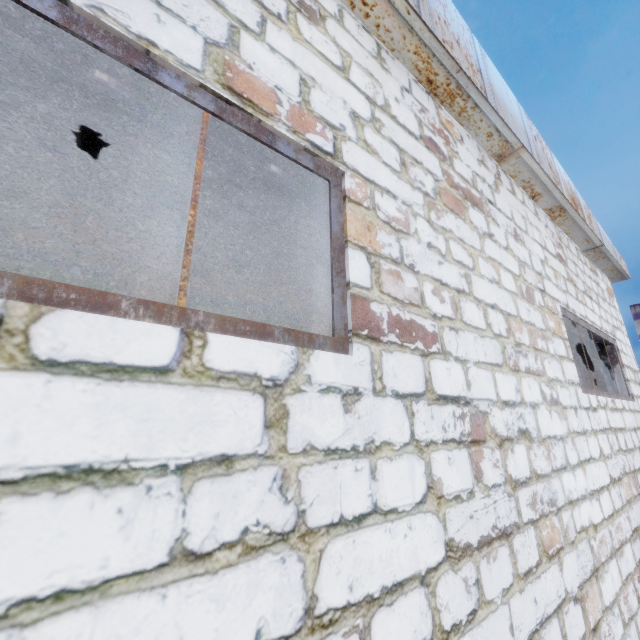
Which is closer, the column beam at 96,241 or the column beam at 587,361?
the column beam at 96,241

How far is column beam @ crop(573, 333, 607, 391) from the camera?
6.11m

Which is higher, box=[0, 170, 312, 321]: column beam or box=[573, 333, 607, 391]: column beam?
box=[0, 170, 312, 321]: column beam

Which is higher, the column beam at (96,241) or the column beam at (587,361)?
the column beam at (96,241)

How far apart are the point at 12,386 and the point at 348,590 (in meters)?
1.23

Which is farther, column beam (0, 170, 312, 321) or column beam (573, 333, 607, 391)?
column beam (573, 333, 607, 391)
